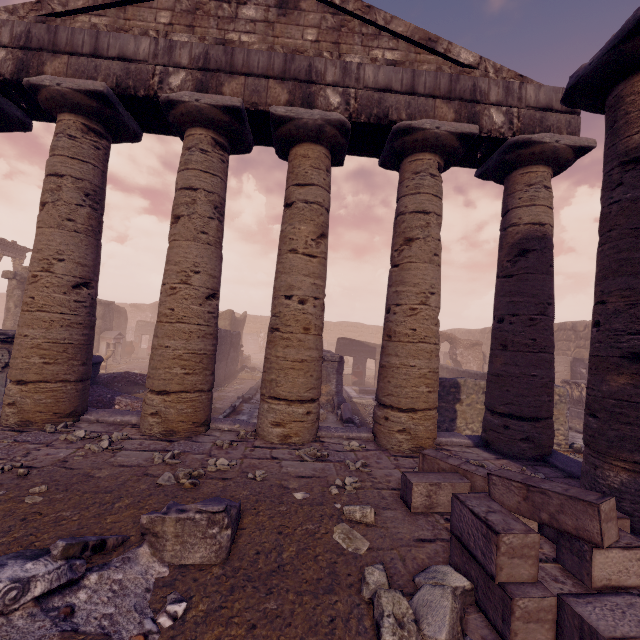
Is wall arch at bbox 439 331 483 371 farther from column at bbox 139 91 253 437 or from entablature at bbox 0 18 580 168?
column at bbox 139 91 253 437

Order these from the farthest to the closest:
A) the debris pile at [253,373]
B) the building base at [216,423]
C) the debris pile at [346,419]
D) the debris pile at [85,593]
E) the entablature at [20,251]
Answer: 1. the entablature at [20,251]
2. the debris pile at [253,373]
3. the debris pile at [346,419]
4. the building base at [216,423]
5. the debris pile at [85,593]

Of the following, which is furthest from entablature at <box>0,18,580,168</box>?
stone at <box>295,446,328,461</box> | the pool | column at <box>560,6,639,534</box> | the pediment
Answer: the pool

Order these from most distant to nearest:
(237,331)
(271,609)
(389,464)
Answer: (237,331) → (389,464) → (271,609)

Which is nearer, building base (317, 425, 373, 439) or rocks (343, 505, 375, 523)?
rocks (343, 505, 375, 523)

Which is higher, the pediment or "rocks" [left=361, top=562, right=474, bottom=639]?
the pediment

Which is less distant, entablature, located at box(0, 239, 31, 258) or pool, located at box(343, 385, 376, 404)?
pool, located at box(343, 385, 376, 404)

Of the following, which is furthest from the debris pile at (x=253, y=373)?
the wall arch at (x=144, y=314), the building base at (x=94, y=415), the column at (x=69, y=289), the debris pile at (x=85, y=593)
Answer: the wall arch at (x=144, y=314)
